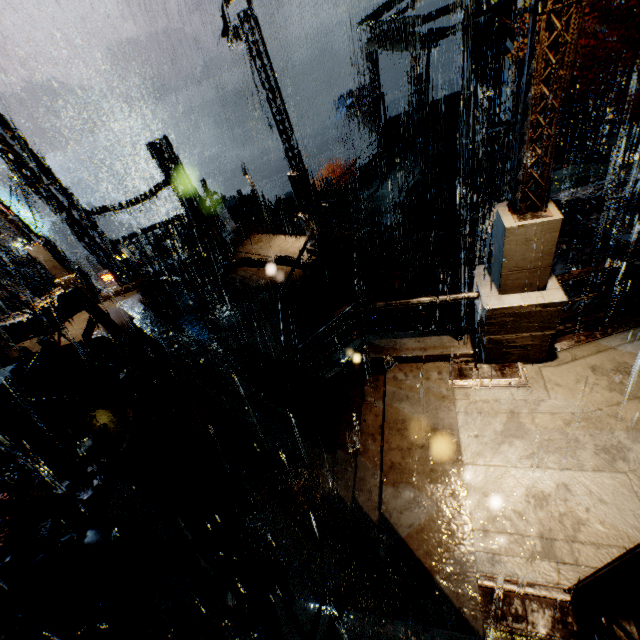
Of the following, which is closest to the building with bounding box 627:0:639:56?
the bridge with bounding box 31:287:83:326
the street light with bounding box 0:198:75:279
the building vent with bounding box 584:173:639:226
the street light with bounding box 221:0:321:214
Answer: the bridge with bounding box 31:287:83:326

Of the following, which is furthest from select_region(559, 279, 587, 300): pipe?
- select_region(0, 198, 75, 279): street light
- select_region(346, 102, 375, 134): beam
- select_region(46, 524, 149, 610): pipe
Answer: select_region(0, 198, 75, 279): street light

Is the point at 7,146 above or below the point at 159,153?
above

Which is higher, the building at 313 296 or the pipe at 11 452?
the pipe at 11 452

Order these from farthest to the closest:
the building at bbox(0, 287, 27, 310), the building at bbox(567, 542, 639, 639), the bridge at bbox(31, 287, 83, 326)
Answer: the building at bbox(0, 287, 27, 310)
the bridge at bbox(31, 287, 83, 326)
the building at bbox(567, 542, 639, 639)

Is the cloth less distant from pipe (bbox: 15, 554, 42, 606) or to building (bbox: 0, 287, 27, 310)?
building (bbox: 0, 287, 27, 310)

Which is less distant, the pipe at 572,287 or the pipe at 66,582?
the pipe at 66,582

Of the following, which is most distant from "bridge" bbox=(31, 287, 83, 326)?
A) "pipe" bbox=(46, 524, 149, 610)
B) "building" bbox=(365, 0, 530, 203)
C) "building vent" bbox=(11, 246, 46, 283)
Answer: "building vent" bbox=(11, 246, 46, 283)
